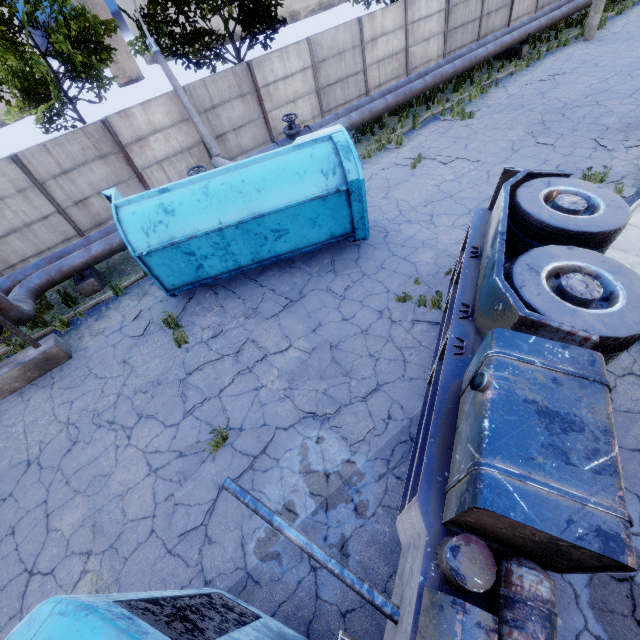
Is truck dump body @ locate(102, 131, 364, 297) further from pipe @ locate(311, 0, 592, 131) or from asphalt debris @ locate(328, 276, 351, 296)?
pipe @ locate(311, 0, 592, 131)

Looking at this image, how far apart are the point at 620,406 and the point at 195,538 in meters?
6.8 m

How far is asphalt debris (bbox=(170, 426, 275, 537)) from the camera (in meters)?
5.05

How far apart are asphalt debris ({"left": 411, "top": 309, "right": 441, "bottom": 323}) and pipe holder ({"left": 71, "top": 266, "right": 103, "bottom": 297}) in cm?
927

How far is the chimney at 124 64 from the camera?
51.0 meters

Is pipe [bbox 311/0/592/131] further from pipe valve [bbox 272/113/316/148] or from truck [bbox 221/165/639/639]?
truck [bbox 221/165/639/639]

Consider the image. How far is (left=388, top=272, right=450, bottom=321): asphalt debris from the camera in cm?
698

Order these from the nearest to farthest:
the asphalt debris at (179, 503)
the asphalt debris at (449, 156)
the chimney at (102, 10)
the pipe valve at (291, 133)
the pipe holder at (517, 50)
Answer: the asphalt debris at (179, 503)
the asphalt debris at (449, 156)
the pipe valve at (291, 133)
the pipe holder at (517, 50)
the chimney at (102, 10)
